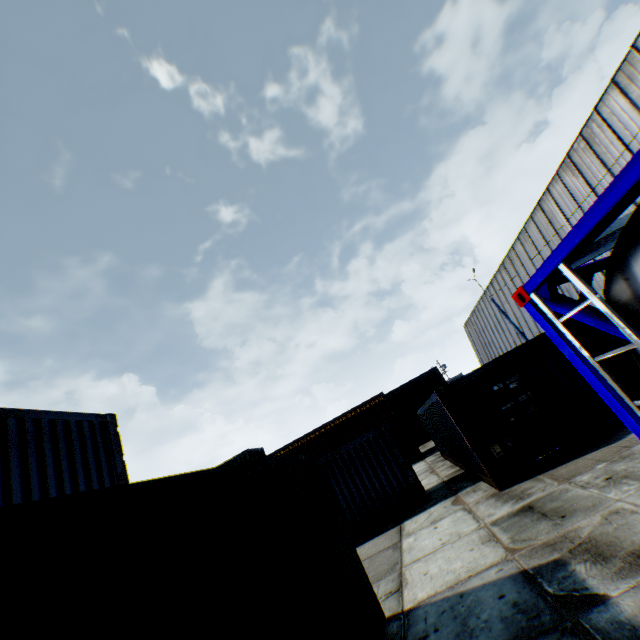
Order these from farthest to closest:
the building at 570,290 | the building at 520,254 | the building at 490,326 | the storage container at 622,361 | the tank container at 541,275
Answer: the building at 490,326
the building at 570,290
the building at 520,254
the storage container at 622,361
the tank container at 541,275

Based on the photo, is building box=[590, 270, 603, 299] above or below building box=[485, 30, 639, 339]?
below

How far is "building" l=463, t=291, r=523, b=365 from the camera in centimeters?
3469cm

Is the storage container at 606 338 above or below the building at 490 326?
below

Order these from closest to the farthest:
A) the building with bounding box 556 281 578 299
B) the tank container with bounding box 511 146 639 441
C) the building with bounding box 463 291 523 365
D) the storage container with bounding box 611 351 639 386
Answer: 1. the tank container with bounding box 511 146 639 441
2. the storage container with bounding box 611 351 639 386
3. the building with bounding box 556 281 578 299
4. the building with bounding box 463 291 523 365

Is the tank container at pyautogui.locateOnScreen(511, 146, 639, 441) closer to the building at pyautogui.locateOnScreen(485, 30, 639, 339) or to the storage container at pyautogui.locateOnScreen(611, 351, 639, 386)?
the building at pyautogui.locateOnScreen(485, 30, 639, 339)

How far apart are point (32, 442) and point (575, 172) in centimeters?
2642cm
